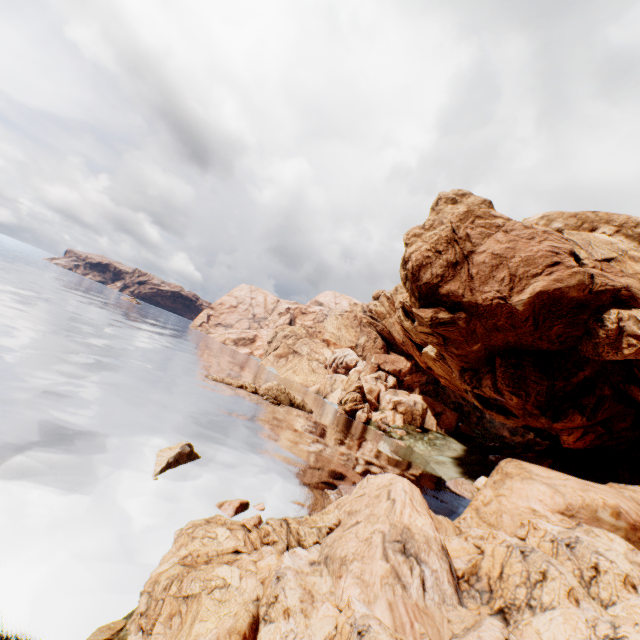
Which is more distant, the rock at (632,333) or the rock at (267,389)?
the rock at (267,389)

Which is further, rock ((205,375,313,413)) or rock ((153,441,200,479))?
rock ((205,375,313,413))

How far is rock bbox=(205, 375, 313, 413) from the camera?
45.44m

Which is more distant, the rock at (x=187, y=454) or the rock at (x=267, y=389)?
the rock at (x=267, y=389)

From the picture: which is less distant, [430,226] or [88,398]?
[88,398]

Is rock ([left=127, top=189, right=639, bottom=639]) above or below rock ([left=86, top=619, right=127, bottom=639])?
above
